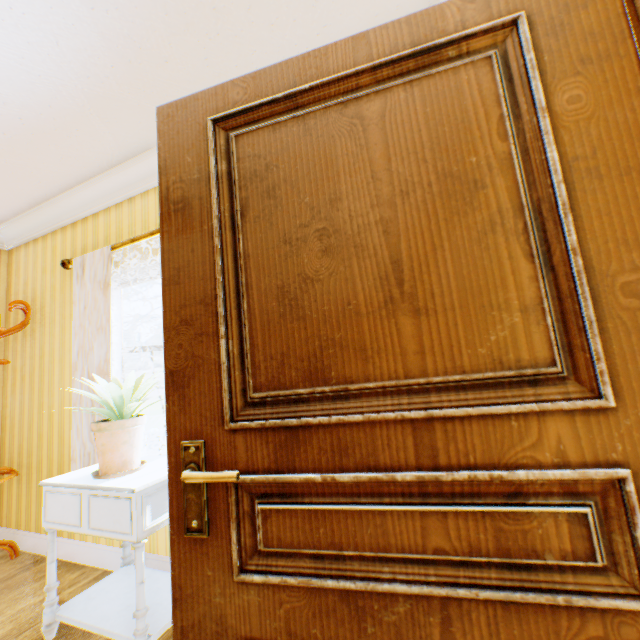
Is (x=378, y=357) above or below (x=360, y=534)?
above

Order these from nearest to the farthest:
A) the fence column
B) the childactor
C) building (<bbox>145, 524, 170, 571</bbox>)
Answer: the childactor < building (<bbox>145, 524, 170, 571</bbox>) < the fence column

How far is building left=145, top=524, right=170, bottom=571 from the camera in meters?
2.2

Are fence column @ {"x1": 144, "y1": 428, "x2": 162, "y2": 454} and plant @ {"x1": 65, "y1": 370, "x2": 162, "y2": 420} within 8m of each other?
no

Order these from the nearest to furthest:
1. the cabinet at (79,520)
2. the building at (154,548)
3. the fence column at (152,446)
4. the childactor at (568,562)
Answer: the childactor at (568,562) < the cabinet at (79,520) < the building at (154,548) < the fence column at (152,446)

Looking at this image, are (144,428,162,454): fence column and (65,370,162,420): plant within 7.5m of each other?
no

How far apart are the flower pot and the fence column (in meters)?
22.66

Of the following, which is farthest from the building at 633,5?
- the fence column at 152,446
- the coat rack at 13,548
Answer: the fence column at 152,446
